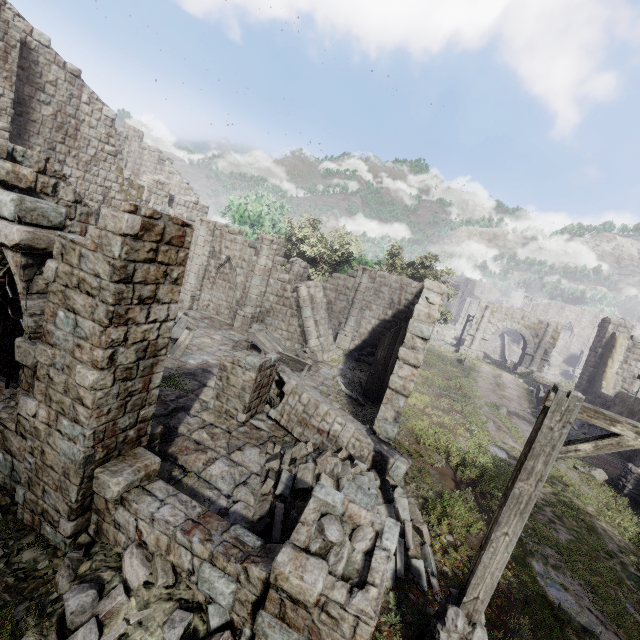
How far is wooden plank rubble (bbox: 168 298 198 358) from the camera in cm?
1365

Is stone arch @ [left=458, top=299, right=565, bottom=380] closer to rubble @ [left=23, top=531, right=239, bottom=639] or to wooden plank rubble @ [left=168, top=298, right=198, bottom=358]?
wooden plank rubble @ [left=168, top=298, right=198, bottom=358]

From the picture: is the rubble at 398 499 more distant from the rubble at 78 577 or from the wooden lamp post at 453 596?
the rubble at 78 577

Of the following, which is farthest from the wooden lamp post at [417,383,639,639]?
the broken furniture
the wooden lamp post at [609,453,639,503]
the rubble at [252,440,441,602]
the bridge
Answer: the bridge

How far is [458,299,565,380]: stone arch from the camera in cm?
3117

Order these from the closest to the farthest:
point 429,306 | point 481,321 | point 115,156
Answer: point 429,306, point 115,156, point 481,321

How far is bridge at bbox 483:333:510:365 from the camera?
41.0m

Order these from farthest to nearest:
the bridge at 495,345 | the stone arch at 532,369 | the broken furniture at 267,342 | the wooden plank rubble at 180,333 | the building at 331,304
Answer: the bridge at 495,345, the stone arch at 532,369, the broken furniture at 267,342, the wooden plank rubble at 180,333, the building at 331,304
